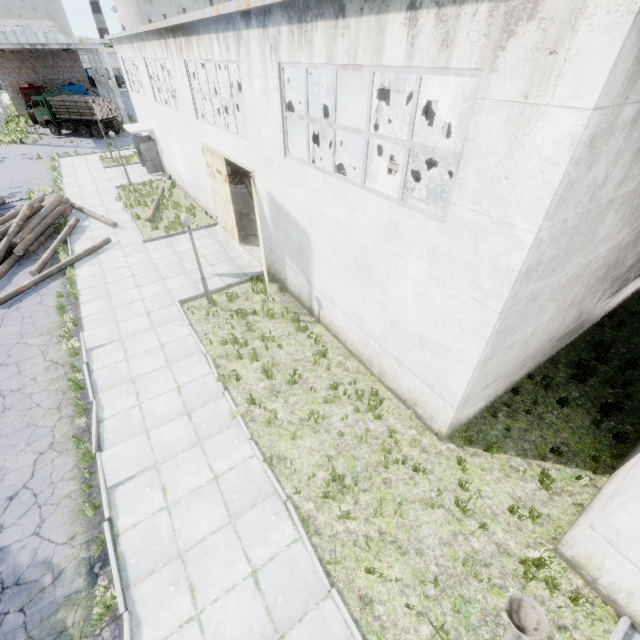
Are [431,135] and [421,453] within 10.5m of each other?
no

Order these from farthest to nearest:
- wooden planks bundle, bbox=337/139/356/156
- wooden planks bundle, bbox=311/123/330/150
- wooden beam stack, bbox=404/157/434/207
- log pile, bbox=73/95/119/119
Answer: log pile, bbox=73/95/119/119 < wooden planks bundle, bbox=311/123/330/150 < wooden planks bundle, bbox=337/139/356/156 < wooden beam stack, bbox=404/157/434/207

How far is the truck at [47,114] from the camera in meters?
34.1

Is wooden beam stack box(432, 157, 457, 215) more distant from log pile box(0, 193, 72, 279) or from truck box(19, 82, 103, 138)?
truck box(19, 82, 103, 138)

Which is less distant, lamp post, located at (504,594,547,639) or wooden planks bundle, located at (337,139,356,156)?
lamp post, located at (504,594,547,639)

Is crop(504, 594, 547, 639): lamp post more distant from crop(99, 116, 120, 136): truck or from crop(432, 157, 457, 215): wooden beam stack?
crop(99, 116, 120, 136): truck

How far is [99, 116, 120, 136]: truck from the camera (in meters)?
34.42
